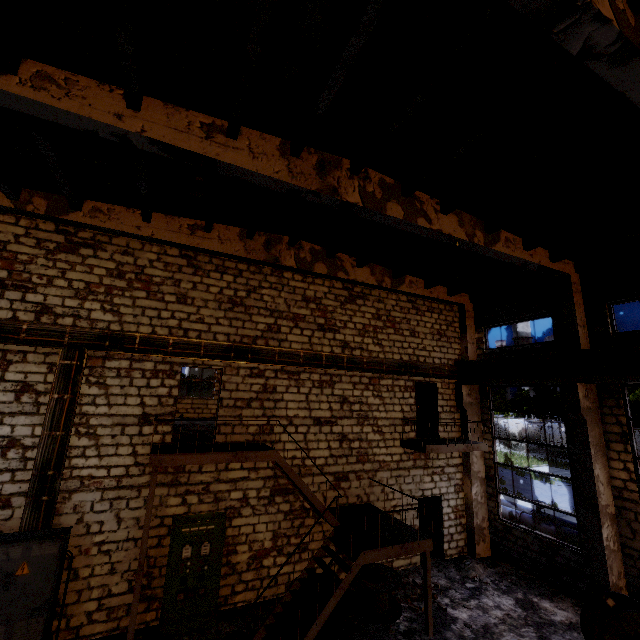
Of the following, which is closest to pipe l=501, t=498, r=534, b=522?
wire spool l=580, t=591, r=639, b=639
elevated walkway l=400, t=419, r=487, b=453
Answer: wire spool l=580, t=591, r=639, b=639

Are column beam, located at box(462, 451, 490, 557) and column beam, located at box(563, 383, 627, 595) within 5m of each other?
yes

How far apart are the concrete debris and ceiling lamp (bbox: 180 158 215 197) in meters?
13.9 m

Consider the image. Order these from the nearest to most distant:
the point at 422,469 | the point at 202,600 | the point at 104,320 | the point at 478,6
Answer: the point at 478,6 < the point at 202,600 < the point at 104,320 < the point at 422,469

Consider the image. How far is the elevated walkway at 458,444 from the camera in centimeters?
1115cm

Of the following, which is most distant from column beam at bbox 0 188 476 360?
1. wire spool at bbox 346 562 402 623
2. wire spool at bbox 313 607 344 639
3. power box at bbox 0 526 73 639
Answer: wire spool at bbox 313 607 344 639

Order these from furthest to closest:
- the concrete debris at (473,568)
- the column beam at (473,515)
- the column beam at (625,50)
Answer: the column beam at (473,515) < the concrete debris at (473,568) < the column beam at (625,50)

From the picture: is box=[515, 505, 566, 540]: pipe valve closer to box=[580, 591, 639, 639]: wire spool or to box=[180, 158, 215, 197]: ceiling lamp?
box=[580, 591, 639, 639]: wire spool
